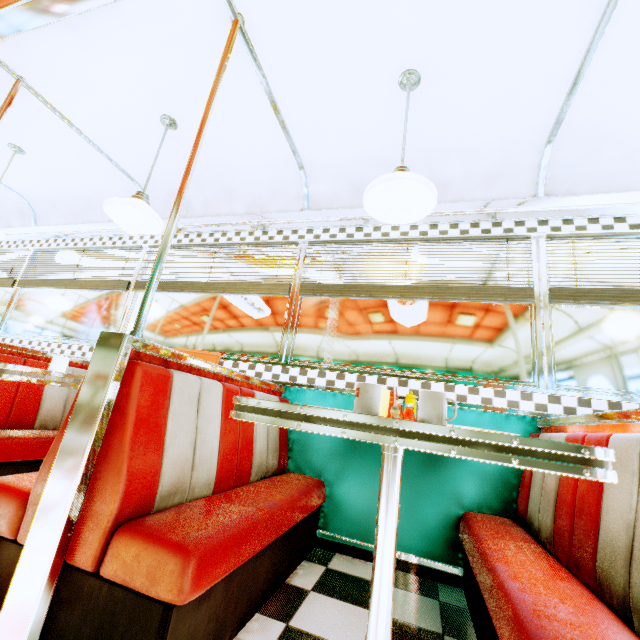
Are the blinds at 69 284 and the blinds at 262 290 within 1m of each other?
yes

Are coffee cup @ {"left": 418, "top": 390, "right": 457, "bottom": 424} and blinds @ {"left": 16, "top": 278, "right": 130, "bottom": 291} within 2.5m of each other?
no

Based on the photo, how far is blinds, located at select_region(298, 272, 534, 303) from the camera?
2.5 meters

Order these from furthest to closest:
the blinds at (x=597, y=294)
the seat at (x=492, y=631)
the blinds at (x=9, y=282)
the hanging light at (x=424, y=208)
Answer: the blinds at (x=9, y=282)
the blinds at (x=597, y=294)
the hanging light at (x=424, y=208)
the seat at (x=492, y=631)

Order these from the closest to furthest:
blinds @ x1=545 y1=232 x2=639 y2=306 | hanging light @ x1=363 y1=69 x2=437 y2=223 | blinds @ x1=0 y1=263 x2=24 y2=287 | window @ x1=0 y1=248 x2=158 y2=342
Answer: hanging light @ x1=363 y1=69 x2=437 y2=223
blinds @ x1=545 y1=232 x2=639 y2=306
window @ x1=0 y1=248 x2=158 y2=342
blinds @ x1=0 y1=263 x2=24 y2=287

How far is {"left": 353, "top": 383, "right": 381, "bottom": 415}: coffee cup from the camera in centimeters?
101cm

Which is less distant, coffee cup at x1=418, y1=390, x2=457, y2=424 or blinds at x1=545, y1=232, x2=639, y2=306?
coffee cup at x1=418, y1=390, x2=457, y2=424

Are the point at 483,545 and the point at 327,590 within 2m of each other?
yes
